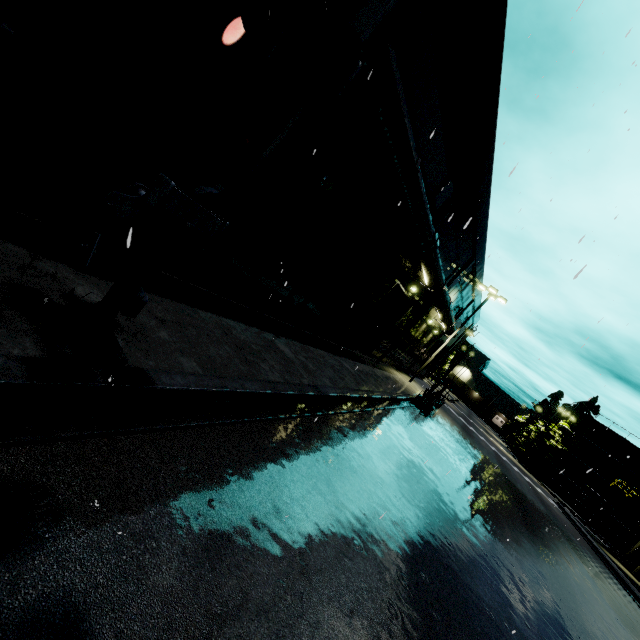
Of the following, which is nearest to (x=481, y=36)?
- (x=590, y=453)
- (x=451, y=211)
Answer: (x=451, y=211)

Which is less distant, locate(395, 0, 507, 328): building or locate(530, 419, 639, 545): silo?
locate(395, 0, 507, 328): building

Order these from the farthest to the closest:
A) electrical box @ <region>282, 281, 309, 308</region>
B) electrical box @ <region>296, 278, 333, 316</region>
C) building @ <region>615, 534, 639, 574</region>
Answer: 1. building @ <region>615, 534, 639, 574</region>
2. electrical box @ <region>296, 278, 333, 316</region>
3. electrical box @ <region>282, 281, 309, 308</region>

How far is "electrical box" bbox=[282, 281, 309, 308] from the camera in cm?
1102

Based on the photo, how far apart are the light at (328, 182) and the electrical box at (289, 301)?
3.16m

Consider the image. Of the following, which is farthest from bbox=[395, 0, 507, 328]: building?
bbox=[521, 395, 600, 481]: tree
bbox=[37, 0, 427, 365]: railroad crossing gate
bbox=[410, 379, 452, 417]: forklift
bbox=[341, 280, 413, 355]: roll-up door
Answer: bbox=[521, 395, 600, 481]: tree

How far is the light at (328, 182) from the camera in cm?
862

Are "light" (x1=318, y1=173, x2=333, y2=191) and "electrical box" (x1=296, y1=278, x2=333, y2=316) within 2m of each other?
no
